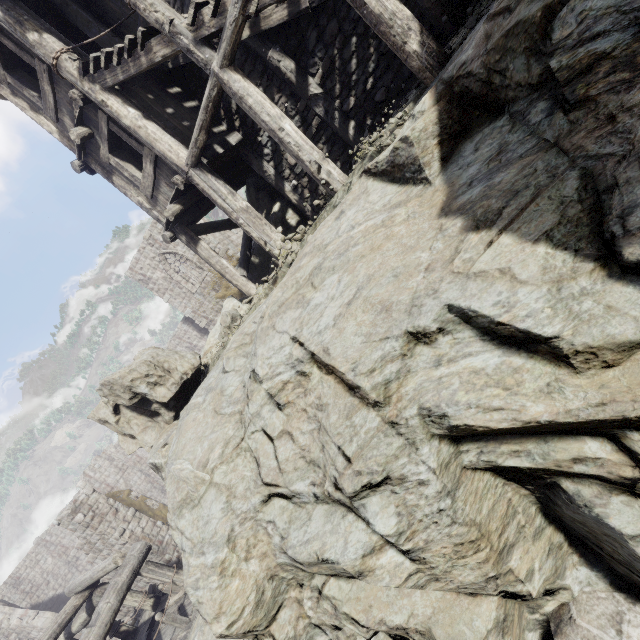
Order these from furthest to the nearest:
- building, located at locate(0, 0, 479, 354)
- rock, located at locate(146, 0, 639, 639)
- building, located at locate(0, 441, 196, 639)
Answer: building, located at locate(0, 441, 196, 639) → building, located at locate(0, 0, 479, 354) → rock, located at locate(146, 0, 639, 639)

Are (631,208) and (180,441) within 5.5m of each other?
no

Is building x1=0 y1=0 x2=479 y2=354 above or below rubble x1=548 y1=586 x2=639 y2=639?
above

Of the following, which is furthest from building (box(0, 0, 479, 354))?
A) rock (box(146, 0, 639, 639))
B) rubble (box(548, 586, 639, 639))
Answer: rubble (box(548, 586, 639, 639))

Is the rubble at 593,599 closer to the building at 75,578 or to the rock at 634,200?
the rock at 634,200

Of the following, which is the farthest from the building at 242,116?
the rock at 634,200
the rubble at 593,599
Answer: the rubble at 593,599

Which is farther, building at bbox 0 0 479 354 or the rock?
building at bbox 0 0 479 354

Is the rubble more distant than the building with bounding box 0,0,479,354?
No
